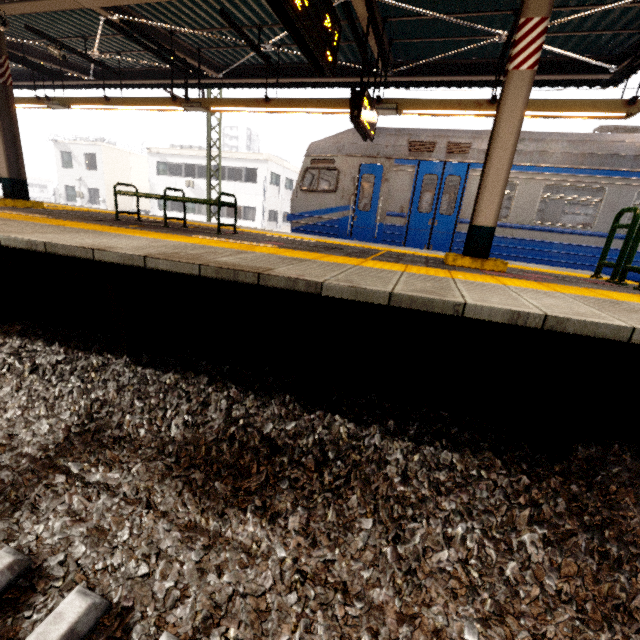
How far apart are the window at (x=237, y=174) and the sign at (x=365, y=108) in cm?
2225

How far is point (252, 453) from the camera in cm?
236

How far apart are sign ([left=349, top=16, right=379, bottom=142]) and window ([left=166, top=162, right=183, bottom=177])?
26.31m

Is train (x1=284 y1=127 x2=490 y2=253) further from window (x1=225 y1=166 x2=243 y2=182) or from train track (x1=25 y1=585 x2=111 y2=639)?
window (x1=225 y1=166 x2=243 y2=182)

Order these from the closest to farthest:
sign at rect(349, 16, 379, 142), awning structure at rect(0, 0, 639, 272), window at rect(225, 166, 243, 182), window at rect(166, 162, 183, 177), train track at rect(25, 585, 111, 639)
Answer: train track at rect(25, 585, 111, 639)
awning structure at rect(0, 0, 639, 272)
sign at rect(349, 16, 379, 142)
window at rect(225, 166, 243, 182)
window at rect(166, 162, 183, 177)

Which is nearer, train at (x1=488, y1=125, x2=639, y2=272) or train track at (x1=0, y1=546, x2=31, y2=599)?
train track at (x1=0, y1=546, x2=31, y2=599)

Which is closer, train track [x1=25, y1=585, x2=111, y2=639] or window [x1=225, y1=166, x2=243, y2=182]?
train track [x1=25, y1=585, x2=111, y2=639]

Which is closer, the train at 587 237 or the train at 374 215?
the train at 587 237
